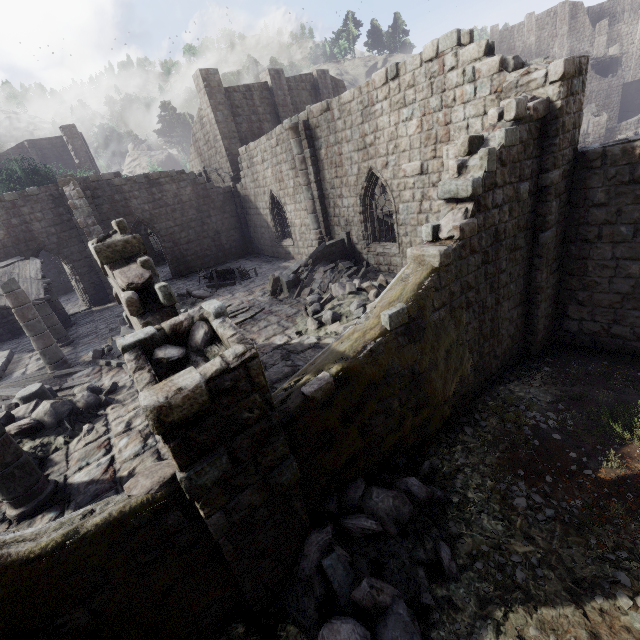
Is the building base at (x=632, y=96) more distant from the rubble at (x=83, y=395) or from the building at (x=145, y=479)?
the rubble at (x=83, y=395)

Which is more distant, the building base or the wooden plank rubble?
the building base

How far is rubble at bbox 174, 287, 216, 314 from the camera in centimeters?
1441cm

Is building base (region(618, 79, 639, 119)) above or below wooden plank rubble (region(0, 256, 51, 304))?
above

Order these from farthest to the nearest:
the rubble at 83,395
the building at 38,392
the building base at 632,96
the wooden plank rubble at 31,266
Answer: the building base at 632,96
the wooden plank rubble at 31,266
the building at 38,392
the rubble at 83,395

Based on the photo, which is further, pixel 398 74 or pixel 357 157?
pixel 357 157

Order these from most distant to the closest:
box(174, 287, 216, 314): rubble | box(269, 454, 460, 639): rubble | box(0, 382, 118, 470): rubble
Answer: box(174, 287, 216, 314): rubble → box(0, 382, 118, 470): rubble → box(269, 454, 460, 639): rubble

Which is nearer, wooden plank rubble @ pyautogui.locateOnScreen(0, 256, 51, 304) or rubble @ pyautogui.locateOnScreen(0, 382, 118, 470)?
rubble @ pyautogui.locateOnScreen(0, 382, 118, 470)
